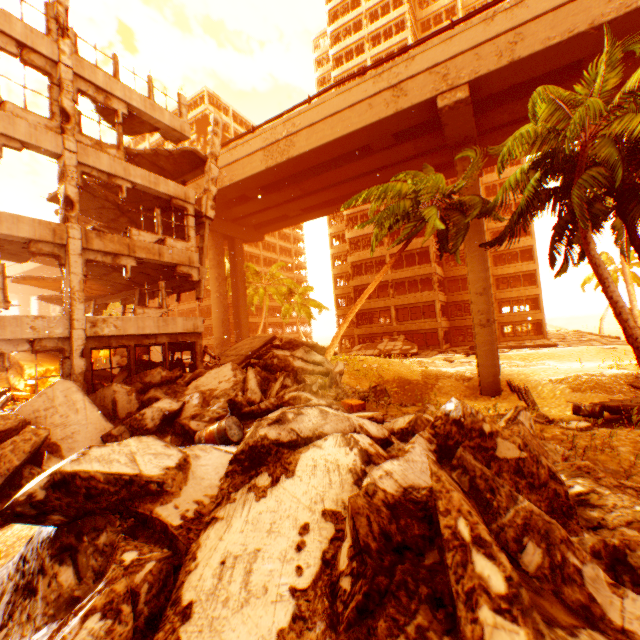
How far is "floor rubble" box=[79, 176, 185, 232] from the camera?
14.1 meters

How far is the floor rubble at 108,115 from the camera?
12.7m

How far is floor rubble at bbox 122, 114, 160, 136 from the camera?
13.74m

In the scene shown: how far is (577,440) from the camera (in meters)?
5.71

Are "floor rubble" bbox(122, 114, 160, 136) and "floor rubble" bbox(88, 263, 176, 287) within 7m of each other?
yes

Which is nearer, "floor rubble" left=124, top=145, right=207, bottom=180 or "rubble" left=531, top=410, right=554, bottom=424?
"rubble" left=531, top=410, right=554, bottom=424

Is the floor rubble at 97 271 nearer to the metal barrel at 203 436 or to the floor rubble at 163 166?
the floor rubble at 163 166

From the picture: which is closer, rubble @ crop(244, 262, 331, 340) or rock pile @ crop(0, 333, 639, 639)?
rock pile @ crop(0, 333, 639, 639)
